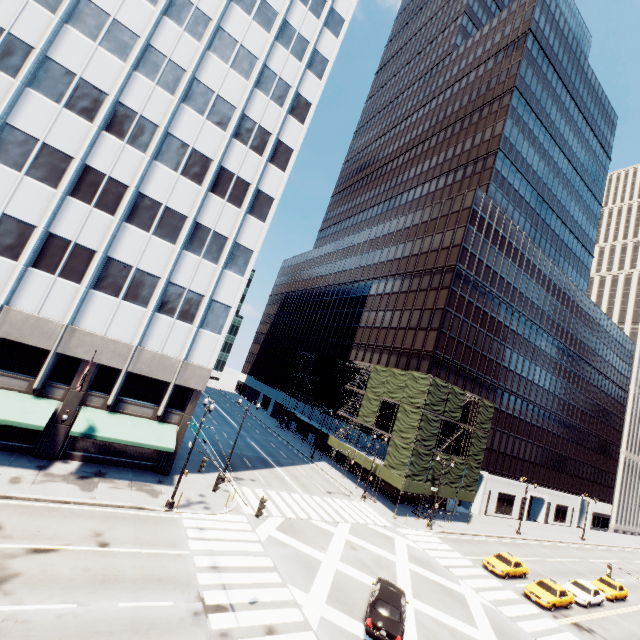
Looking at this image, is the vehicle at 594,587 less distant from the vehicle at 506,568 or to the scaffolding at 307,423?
the vehicle at 506,568

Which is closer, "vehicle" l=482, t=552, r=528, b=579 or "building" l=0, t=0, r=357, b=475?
"building" l=0, t=0, r=357, b=475

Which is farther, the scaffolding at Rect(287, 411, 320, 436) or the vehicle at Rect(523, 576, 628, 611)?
the scaffolding at Rect(287, 411, 320, 436)

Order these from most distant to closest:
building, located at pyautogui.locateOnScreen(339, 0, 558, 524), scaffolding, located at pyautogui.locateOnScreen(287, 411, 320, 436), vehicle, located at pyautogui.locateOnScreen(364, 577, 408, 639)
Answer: scaffolding, located at pyautogui.locateOnScreen(287, 411, 320, 436) → building, located at pyautogui.locateOnScreen(339, 0, 558, 524) → vehicle, located at pyautogui.locateOnScreen(364, 577, 408, 639)

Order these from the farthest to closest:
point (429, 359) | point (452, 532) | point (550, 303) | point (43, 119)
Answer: point (550, 303)
point (429, 359)
point (452, 532)
point (43, 119)

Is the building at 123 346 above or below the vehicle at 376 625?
above

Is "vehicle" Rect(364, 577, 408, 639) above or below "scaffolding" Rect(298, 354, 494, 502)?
below

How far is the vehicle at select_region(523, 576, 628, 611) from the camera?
25.3m
